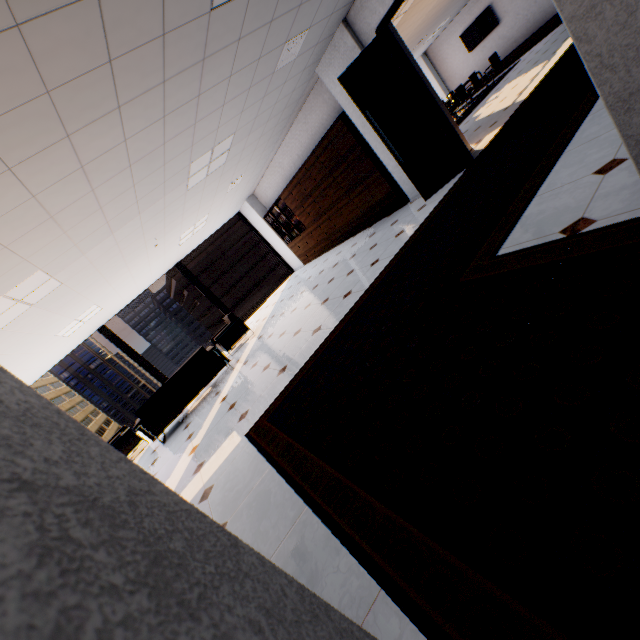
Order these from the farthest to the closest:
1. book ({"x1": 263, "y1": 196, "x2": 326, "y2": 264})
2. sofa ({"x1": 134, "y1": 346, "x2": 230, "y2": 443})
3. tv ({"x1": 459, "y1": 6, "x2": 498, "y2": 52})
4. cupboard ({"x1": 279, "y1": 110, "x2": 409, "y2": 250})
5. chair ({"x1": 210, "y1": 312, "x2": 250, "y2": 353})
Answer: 1. tv ({"x1": 459, "y1": 6, "x2": 498, "y2": 52})
2. book ({"x1": 263, "y1": 196, "x2": 326, "y2": 264})
3. chair ({"x1": 210, "y1": 312, "x2": 250, "y2": 353})
4. cupboard ({"x1": 279, "y1": 110, "x2": 409, "y2": 250})
5. sofa ({"x1": 134, "y1": 346, "x2": 230, "y2": 443})

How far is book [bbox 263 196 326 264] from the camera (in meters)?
9.98

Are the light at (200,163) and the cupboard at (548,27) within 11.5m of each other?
no

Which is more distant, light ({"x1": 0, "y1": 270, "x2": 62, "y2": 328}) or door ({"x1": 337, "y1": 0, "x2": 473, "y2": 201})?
door ({"x1": 337, "y1": 0, "x2": 473, "y2": 201})

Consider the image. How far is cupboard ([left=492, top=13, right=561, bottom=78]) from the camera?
→ 11.79m

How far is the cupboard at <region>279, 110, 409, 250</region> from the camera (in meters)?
6.56

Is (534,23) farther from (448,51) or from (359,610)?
(359,610)

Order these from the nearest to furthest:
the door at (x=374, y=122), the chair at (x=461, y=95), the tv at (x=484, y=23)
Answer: the door at (x=374, y=122) < the chair at (x=461, y=95) < the tv at (x=484, y=23)
